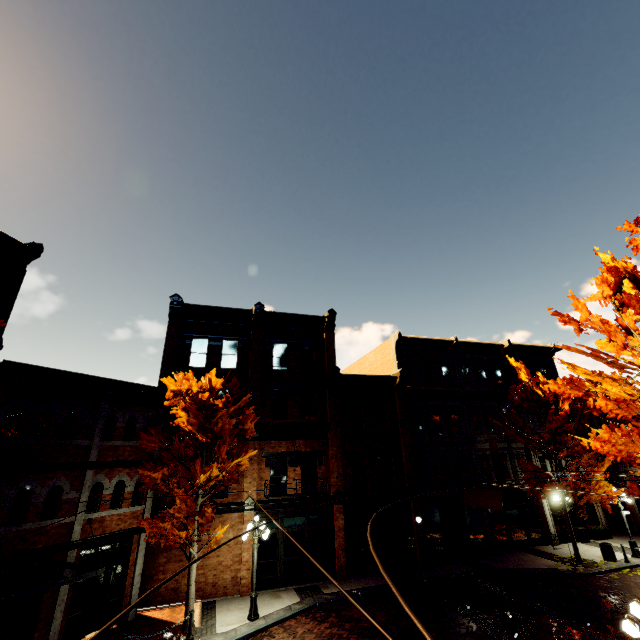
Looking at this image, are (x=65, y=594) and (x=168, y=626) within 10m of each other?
yes

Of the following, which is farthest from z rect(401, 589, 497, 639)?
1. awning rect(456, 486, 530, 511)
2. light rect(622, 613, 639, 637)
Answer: awning rect(456, 486, 530, 511)

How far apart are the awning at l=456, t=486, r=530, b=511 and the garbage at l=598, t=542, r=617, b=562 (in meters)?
4.85

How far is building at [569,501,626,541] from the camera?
22.8m

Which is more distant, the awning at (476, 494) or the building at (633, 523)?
the building at (633, 523)

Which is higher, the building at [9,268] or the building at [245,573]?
the building at [9,268]

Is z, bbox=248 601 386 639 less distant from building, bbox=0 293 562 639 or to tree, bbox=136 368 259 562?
tree, bbox=136 368 259 562
